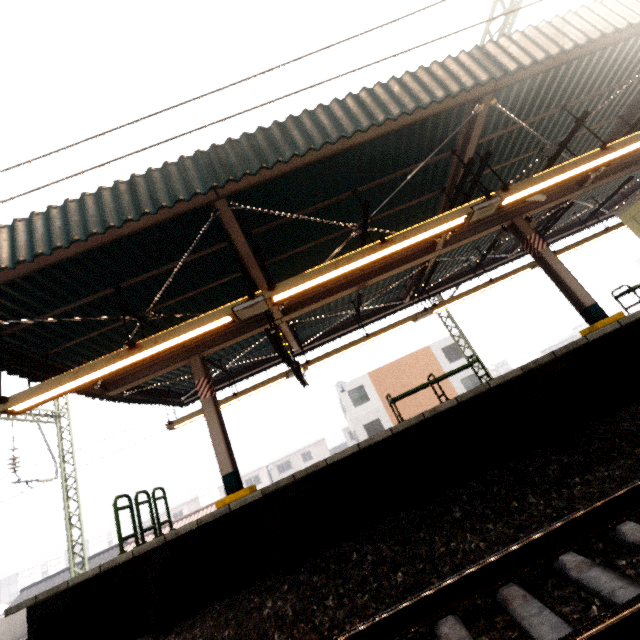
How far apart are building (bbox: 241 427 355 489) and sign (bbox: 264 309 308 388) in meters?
45.8 m

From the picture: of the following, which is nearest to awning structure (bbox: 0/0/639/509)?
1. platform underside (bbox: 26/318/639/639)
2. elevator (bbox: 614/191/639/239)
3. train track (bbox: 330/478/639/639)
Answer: elevator (bbox: 614/191/639/239)

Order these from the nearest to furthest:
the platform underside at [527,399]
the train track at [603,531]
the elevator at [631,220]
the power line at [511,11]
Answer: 1. the train track at [603,531]
2. the power line at [511,11]
3. the platform underside at [527,399]
4. the elevator at [631,220]

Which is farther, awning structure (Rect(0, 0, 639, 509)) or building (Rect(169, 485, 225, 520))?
building (Rect(169, 485, 225, 520))

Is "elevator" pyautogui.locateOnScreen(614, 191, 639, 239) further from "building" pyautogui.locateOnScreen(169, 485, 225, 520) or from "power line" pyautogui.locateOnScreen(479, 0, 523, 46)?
"building" pyautogui.locateOnScreen(169, 485, 225, 520)

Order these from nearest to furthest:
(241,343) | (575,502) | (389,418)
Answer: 1. (575,502)
2. (241,343)
3. (389,418)

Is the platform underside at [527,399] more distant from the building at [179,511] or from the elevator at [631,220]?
the building at [179,511]

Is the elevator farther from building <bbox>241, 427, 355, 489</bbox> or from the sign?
building <bbox>241, 427, 355, 489</bbox>
